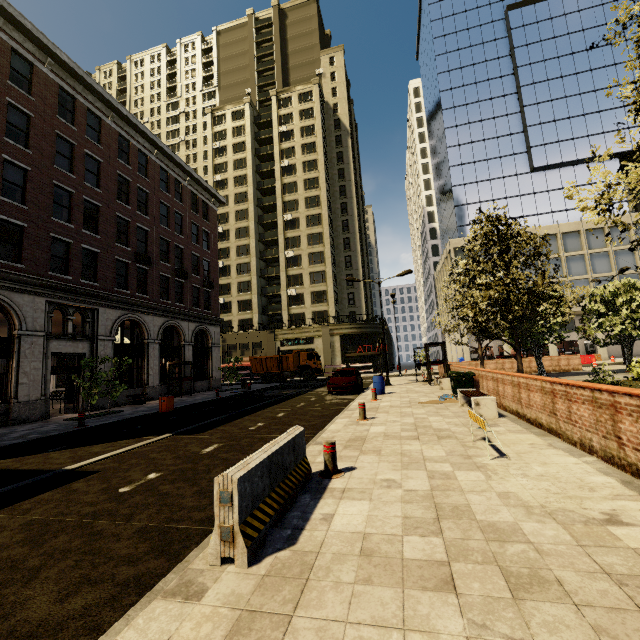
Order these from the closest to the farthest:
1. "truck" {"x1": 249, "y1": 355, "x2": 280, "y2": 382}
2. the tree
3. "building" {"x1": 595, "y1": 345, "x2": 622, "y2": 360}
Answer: the tree < "truck" {"x1": 249, "y1": 355, "x2": 280, "y2": 382} < "building" {"x1": 595, "y1": 345, "x2": 622, "y2": 360}

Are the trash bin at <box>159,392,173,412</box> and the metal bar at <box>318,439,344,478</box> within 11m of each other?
no

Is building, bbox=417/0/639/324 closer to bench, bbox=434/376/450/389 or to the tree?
the tree

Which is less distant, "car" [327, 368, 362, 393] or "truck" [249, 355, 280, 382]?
"car" [327, 368, 362, 393]

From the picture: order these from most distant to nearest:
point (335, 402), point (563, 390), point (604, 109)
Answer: point (604, 109) → point (335, 402) → point (563, 390)

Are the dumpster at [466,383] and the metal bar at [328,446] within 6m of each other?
no

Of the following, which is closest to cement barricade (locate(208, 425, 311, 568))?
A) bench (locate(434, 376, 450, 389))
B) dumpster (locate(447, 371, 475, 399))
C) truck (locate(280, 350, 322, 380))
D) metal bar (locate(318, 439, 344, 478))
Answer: metal bar (locate(318, 439, 344, 478))

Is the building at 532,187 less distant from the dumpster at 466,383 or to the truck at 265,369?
the truck at 265,369
